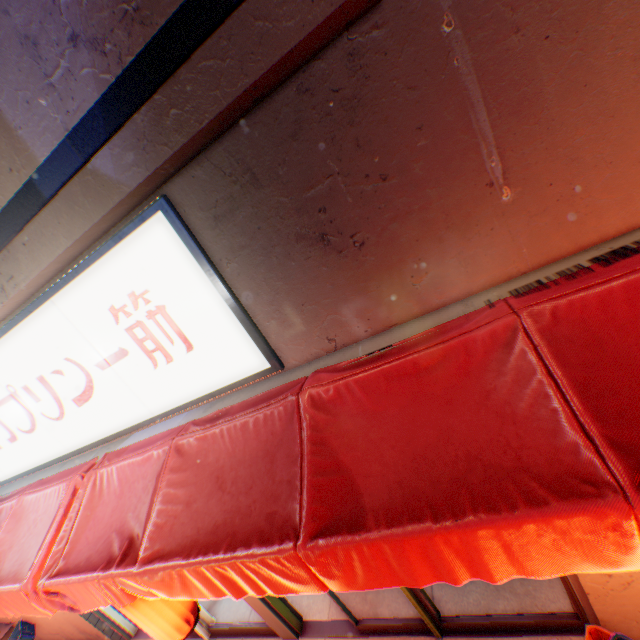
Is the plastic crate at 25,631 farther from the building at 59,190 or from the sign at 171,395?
the sign at 171,395

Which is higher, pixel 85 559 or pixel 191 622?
pixel 85 559

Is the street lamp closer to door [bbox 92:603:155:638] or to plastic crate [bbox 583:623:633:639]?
door [bbox 92:603:155:638]

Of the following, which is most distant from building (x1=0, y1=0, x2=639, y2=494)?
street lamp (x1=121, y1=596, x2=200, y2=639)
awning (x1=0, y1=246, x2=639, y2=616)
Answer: street lamp (x1=121, y1=596, x2=200, y2=639)

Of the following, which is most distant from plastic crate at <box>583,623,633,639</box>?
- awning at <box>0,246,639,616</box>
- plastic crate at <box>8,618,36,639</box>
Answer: plastic crate at <box>8,618,36,639</box>

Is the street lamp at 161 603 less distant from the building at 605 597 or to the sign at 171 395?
the building at 605 597

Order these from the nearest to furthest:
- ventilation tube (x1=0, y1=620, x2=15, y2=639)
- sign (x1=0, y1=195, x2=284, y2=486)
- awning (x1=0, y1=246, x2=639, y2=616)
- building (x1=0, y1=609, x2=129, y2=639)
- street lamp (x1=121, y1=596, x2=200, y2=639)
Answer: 1. awning (x1=0, y1=246, x2=639, y2=616)
2. sign (x1=0, y1=195, x2=284, y2=486)
3. street lamp (x1=121, y1=596, x2=200, y2=639)
4. building (x1=0, y1=609, x2=129, y2=639)
5. ventilation tube (x1=0, y1=620, x2=15, y2=639)

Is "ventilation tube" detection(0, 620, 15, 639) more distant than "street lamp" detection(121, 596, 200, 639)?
Yes
